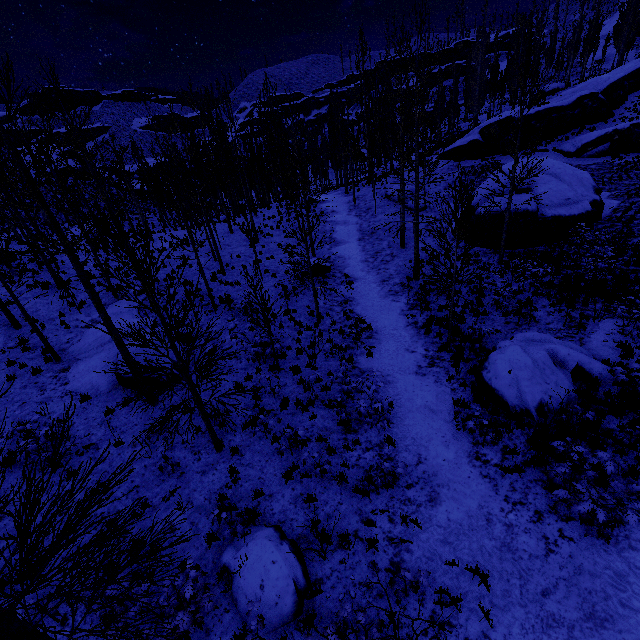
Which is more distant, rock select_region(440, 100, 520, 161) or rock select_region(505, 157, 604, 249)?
rock select_region(440, 100, 520, 161)

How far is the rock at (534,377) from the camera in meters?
9.3 m

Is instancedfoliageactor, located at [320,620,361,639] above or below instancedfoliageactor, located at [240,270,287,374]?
below

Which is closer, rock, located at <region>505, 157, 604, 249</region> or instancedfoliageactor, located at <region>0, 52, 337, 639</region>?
instancedfoliageactor, located at <region>0, 52, 337, 639</region>

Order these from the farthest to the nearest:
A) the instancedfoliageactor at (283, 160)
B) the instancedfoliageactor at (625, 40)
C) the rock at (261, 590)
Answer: the instancedfoliageactor at (625, 40) < the rock at (261, 590) < the instancedfoliageactor at (283, 160)

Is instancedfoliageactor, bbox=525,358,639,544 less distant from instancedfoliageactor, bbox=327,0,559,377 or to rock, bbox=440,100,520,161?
instancedfoliageactor, bbox=327,0,559,377

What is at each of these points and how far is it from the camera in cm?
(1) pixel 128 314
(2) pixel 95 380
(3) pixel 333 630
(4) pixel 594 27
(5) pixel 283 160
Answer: (1) rock, 1511
(2) rock, 1145
(3) instancedfoliageactor, 514
(4) instancedfoliageactor, 4209
(5) instancedfoliageactor, 3075

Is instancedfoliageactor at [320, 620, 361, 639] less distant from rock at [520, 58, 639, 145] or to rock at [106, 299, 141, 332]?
Answer: rock at [520, 58, 639, 145]
